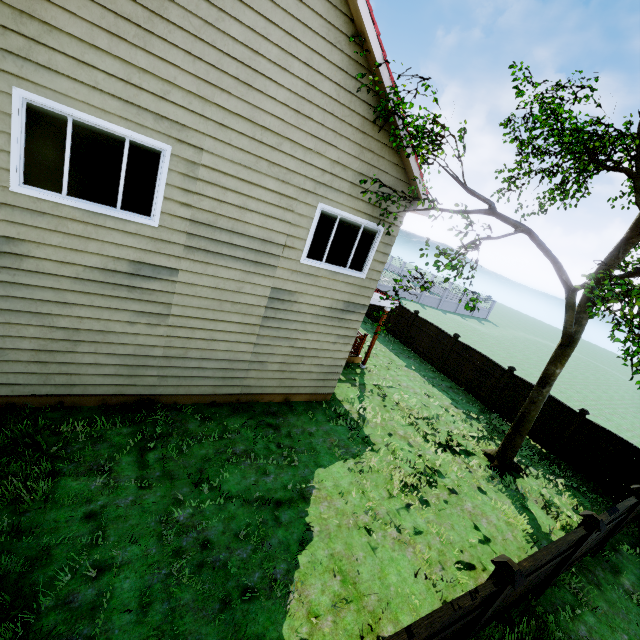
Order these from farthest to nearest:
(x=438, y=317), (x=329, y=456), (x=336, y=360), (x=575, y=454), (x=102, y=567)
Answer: (x=438, y=317), (x=575, y=454), (x=336, y=360), (x=329, y=456), (x=102, y=567)

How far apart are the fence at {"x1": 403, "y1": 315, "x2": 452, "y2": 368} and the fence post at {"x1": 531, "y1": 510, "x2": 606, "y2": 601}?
10.4m

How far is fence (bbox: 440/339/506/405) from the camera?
13.7m

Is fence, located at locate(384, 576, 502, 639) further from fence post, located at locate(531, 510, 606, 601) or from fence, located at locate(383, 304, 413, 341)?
fence, located at locate(383, 304, 413, 341)

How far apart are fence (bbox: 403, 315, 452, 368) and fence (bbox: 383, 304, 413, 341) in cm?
17

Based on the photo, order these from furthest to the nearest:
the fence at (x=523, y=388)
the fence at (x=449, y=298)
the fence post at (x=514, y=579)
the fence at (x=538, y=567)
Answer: the fence at (x=449, y=298)
the fence at (x=523, y=388)
the fence at (x=538, y=567)
the fence post at (x=514, y=579)

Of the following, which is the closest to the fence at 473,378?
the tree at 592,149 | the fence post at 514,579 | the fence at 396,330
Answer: the fence post at 514,579

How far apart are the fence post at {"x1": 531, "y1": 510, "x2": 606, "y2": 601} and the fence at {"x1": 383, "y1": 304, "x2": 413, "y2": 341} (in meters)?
12.73
